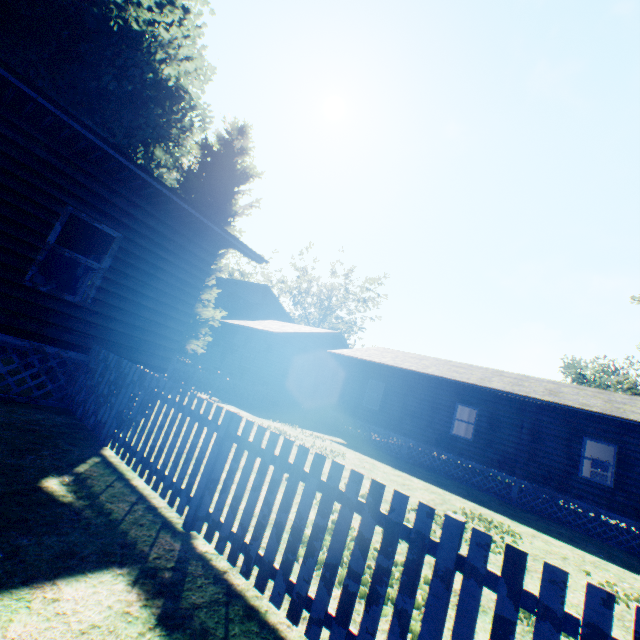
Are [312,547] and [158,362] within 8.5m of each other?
yes

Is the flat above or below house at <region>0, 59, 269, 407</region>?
above

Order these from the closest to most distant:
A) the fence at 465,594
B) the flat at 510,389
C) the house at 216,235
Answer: the fence at 465,594
the house at 216,235
the flat at 510,389

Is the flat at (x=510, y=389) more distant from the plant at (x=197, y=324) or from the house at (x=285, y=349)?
the plant at (x=197, y=324)

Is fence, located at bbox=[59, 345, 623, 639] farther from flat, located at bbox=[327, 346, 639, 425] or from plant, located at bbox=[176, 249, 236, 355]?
flat, located at bbox=[327, 346, 639, 425]

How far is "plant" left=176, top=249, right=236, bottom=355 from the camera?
16.7 meters

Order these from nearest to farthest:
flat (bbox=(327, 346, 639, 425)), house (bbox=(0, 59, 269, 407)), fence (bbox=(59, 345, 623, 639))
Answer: fence (bbox=(59, 345, 623, 639)) → house (bbox=(0, 59, 269, 407)) → flat (bbox=(327, 346, 639, 425))

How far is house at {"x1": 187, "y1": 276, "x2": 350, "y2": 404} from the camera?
21.0 meters
